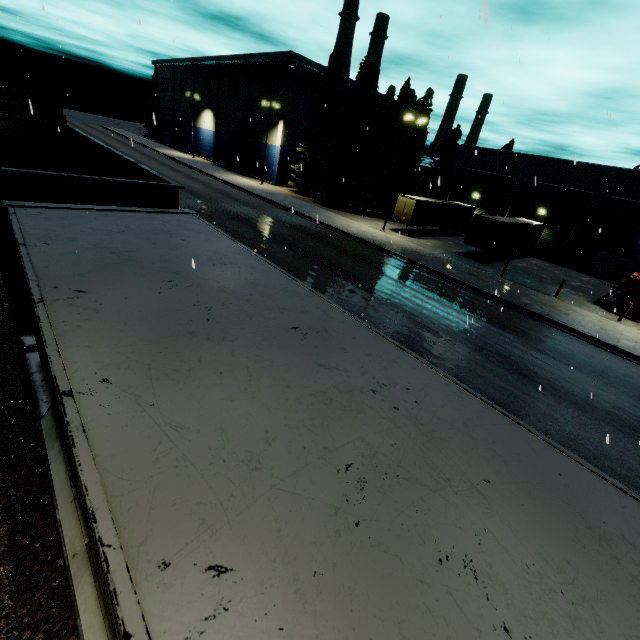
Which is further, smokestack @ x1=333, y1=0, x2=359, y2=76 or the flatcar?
smokestack @ x1=333, y1=0, x2=359, y2=76

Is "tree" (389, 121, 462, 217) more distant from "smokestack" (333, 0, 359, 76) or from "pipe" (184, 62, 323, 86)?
"pipe" (184, 62, 323, 86)

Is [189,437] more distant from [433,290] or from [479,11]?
[433,290]

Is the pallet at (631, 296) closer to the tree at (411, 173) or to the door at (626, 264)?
the door at (626, 264)

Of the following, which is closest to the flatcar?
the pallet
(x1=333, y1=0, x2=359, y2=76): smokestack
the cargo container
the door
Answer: the cargo container

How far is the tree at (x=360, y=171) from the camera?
35.8 meters

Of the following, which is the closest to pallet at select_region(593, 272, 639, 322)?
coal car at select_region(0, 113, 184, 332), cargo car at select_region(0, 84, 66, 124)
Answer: cargo car at select_region(0, 84, 66, 124)

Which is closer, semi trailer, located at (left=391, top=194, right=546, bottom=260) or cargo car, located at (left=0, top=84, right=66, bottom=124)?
cargo car, located at (left=0, top=84, right=66, bottom=124)
